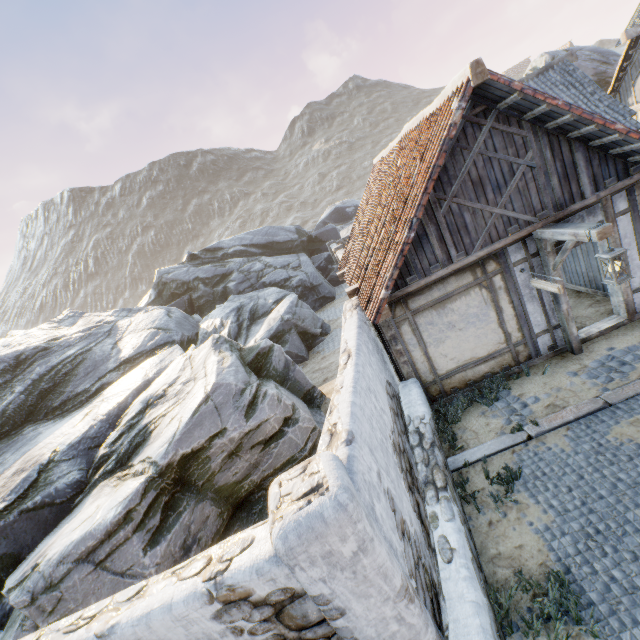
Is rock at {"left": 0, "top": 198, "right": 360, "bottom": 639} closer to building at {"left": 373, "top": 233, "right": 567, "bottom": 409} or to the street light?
building at {"left": 373, "top": 233, "right": 567, "bottom": 409}

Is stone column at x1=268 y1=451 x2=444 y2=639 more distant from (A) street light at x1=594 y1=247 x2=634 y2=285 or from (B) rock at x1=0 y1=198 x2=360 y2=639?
(A) street light at x1=594 y1=247 x2=634 y2=285

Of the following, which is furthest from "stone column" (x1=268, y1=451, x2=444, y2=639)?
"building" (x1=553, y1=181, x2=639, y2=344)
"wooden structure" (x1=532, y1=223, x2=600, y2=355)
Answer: "wooden structure" (x1=532, y1=223, x2=600, y2=355)

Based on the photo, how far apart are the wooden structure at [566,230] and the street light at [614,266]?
0.3 meters

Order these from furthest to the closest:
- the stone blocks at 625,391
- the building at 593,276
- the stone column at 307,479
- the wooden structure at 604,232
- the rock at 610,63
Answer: the rock at 610,63
the building at 593,276
the stone blocks at 625,391
the wooden structure at 604,232
the stone column at 307,479

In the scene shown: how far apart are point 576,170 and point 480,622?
7.18m

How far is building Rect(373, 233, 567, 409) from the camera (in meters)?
6.73

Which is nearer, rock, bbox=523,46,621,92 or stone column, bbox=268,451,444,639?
stone column, bbox=268,451,444,639
